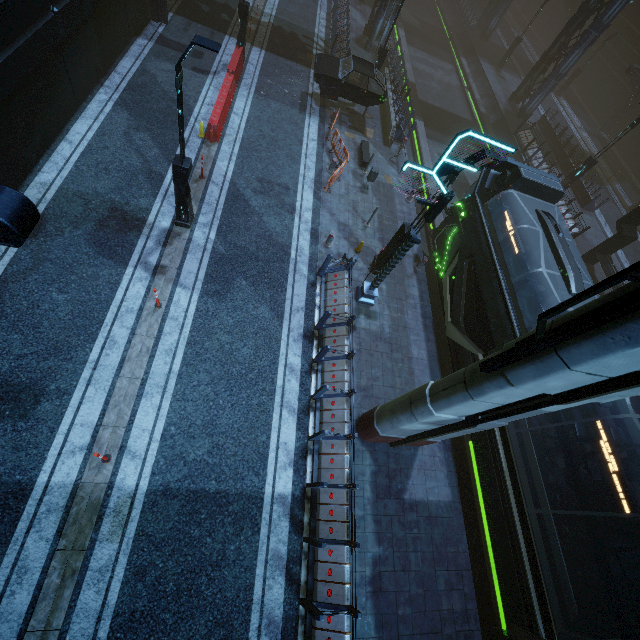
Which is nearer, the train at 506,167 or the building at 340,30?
the train at 506,167

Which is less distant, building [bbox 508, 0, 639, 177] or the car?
the car

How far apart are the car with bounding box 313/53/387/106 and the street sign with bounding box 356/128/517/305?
10.9m

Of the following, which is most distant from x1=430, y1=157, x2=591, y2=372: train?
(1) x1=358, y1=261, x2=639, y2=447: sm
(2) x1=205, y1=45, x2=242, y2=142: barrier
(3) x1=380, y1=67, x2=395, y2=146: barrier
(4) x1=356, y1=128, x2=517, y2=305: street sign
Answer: (2) x1=205, y1=45, x2=242, y2=142: barrier

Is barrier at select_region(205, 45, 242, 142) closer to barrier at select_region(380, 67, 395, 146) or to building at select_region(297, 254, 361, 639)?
building at select_region(297, 254, 361, 639)

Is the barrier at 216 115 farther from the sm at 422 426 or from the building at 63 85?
the sm at 422 426

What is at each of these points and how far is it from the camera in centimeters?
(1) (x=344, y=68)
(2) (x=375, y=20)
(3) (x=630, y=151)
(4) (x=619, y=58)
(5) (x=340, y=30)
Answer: (1) car, 1712cm
(2) building, 2166cm
(3) building, 3017cm
(4) building, 3259cm
(5) building, 2217cm

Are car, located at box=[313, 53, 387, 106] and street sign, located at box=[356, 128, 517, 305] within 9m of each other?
no
